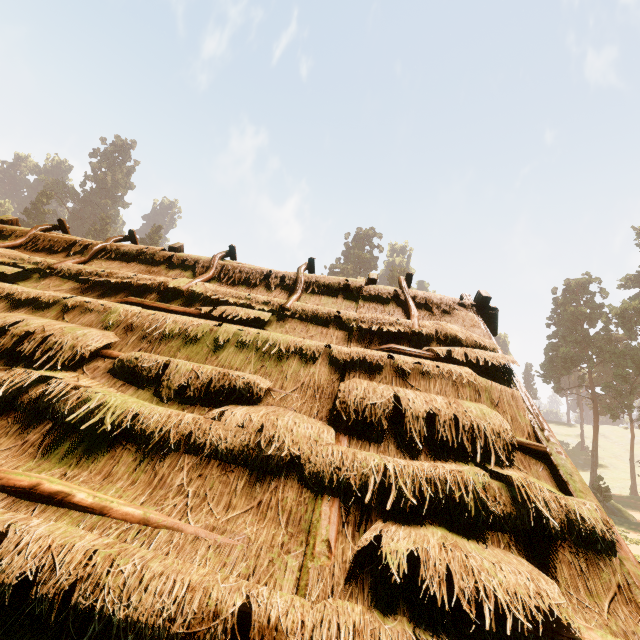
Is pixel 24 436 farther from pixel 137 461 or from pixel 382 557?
pixel 382 557

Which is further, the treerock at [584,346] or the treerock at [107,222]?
the treerock at [107,222]

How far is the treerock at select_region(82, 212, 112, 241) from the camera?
55.78m

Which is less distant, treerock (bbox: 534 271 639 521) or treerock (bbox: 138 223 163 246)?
treerock (bbox: 534 271 639 521)

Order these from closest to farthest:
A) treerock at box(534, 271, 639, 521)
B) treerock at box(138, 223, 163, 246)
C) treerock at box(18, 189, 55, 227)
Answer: treerock at box(534, 271, 639, 521) < treerock at box(18, 189, 55, 227) < treerock at box(138, 223, 163, 246)

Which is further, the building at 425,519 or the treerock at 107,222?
the treerock at 107,222
